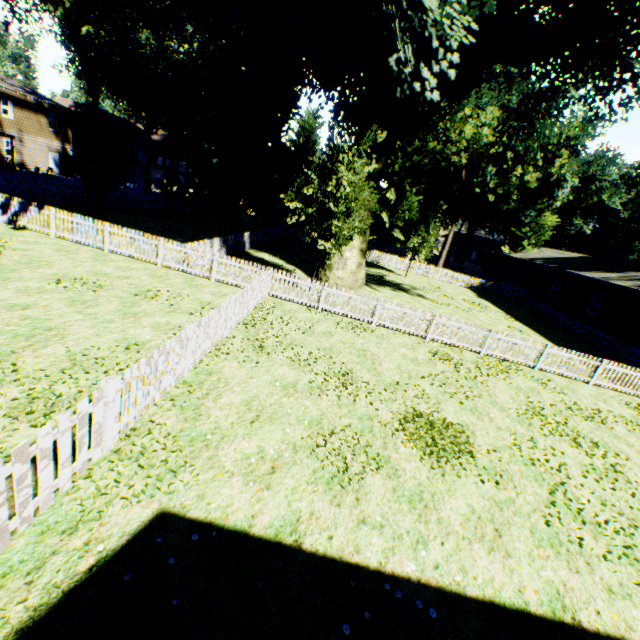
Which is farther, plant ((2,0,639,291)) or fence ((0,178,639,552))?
plant ((2,0,639,291))

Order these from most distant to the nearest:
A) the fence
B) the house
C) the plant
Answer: the house → the plant → the fence

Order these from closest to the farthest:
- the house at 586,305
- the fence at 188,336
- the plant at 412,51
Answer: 1. the fence at 188,336
2. the plant at 412,51
3. the house at 586,305

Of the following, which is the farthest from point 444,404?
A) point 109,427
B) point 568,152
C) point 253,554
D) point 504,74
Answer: point 504,74

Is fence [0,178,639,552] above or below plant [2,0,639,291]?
below

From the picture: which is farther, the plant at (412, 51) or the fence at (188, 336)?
the plant at (412, 51)

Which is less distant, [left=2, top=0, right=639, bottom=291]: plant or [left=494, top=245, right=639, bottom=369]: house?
[left=2, top=0, right=639, bottom=291]: plant

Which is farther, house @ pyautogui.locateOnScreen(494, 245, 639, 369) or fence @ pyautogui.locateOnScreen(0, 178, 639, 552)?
house @ pyautogui.locateOnScreen(494, 245, 639, 369)
